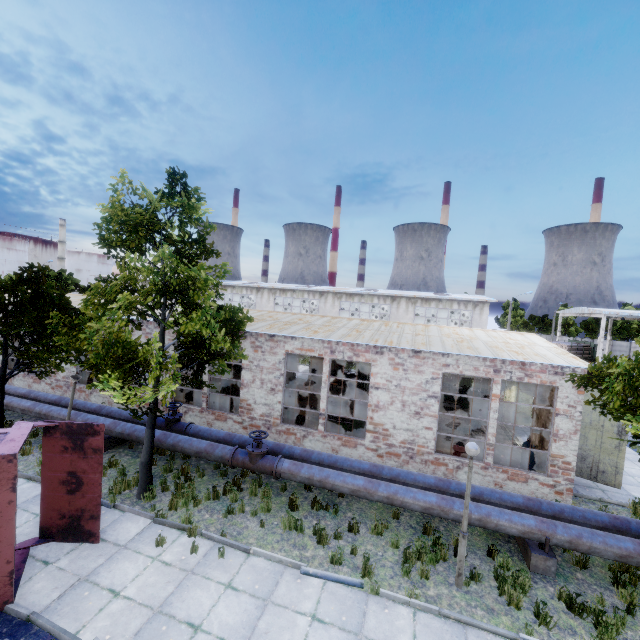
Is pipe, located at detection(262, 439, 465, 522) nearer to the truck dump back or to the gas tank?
the gas tank

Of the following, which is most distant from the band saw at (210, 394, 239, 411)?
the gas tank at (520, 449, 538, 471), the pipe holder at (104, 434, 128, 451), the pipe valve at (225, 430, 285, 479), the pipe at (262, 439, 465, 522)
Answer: the gas tank at (520, 449, 538, 471)

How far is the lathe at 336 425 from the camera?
13.94m

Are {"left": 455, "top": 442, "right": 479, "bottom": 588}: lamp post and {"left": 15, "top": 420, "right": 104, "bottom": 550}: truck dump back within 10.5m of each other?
yes

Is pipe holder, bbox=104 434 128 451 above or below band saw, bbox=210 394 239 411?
below

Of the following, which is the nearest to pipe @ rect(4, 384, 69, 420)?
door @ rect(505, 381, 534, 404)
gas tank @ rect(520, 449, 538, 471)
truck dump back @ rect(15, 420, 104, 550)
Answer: truck dump back @ rect(15, 420, 104, 550)

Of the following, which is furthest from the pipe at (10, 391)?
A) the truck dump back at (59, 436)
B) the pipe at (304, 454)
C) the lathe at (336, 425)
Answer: the lathe at (336, 425)

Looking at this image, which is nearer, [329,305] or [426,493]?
[426,493]
